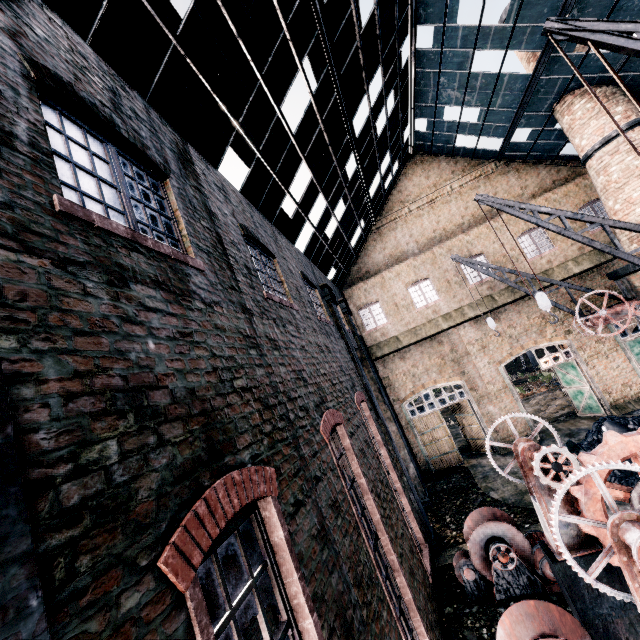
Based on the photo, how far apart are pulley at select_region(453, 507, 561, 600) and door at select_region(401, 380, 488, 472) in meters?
10.4 m

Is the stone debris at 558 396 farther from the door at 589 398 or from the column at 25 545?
the column at 25 545

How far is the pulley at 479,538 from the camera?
9.1 meters

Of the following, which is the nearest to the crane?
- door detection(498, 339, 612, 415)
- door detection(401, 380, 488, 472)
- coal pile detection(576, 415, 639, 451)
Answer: coal pile detection(576, 415, 639, 451)

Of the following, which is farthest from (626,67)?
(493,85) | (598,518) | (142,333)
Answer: (142,333)

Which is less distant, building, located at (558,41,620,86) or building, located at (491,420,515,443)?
building, located at (558,41,620,86)

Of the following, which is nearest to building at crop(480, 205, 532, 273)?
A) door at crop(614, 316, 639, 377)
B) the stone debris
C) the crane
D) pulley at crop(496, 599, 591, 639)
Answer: door at crop(614, 316, 639, 377)

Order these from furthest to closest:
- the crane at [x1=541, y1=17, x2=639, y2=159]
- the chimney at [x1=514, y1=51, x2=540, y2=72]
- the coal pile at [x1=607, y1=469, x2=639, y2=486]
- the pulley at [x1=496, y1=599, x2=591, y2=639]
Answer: the chimney at [x1=514, y1=51, x2=540, y2=72], the coal pile at [x1=607, y1=469, x2=639, y2=486], the pulley at [x1=496, y1=599, x2=591, y2=639], the crane at [x1=541, y1=17, x2=639, y2=159]
